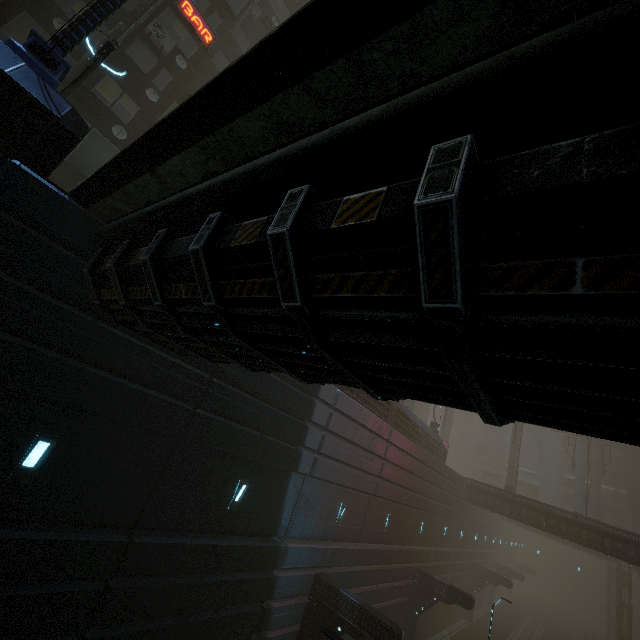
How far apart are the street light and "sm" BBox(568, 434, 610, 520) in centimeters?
4904cm

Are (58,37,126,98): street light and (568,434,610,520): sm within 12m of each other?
no

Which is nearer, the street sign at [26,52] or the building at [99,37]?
the street sign at [26,52]

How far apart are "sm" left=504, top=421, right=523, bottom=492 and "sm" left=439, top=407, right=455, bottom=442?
6.5m

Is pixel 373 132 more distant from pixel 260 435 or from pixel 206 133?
pixel 260 435

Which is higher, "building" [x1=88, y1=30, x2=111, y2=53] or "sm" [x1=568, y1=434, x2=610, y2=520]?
"building" [x1=88, y1=30, x2=111, y2=53]

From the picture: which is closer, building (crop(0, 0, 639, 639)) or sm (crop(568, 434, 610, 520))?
building (crop(0, 0, 639, 639))

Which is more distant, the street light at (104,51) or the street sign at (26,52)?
the street light at (104,51)
